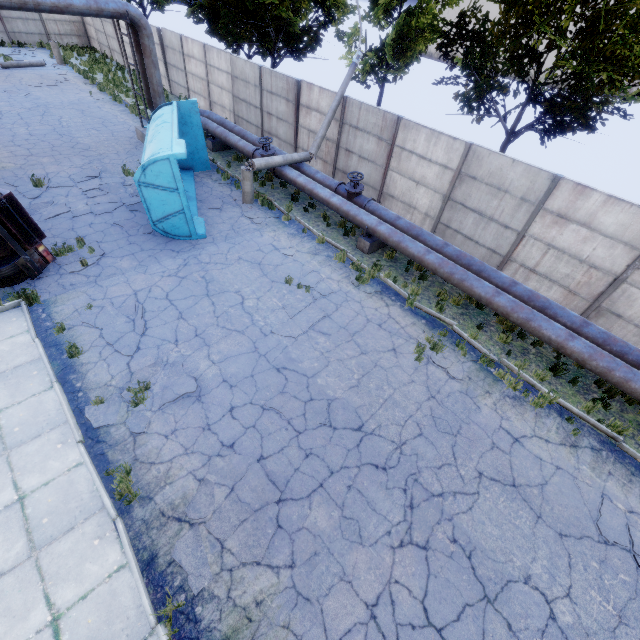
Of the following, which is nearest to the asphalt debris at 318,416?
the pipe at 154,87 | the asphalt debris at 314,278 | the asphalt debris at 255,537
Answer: the asphalt debris at 255,537

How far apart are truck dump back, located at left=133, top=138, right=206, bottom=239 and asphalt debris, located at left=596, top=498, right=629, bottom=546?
12.16m

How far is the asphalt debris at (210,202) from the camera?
12.9 meters

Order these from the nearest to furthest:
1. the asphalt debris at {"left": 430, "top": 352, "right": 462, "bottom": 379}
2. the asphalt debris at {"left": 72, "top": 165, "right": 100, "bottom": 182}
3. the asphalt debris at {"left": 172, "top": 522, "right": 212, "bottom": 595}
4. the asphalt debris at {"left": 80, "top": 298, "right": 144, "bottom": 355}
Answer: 1. the asphalt debris at {"left": 172, "top": 522, "right": 212, "bottom": 595}
2. the asphalt debris at {"left": 80, "top": 298, "right": 144, "bottom": 355}
3. the asphalt debris at {"left": 430, "top": 352, "right": 462, "bottom": 379}
4. the asphalt debris at {"left": 72, "top": 165, "right": 100, "bottom": 182}

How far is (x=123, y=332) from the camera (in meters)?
8.00

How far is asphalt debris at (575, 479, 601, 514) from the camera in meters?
6.4

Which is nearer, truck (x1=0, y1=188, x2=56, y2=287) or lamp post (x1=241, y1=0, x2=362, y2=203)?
truck (x1=0, y1=188, x2=56, y2=287)
